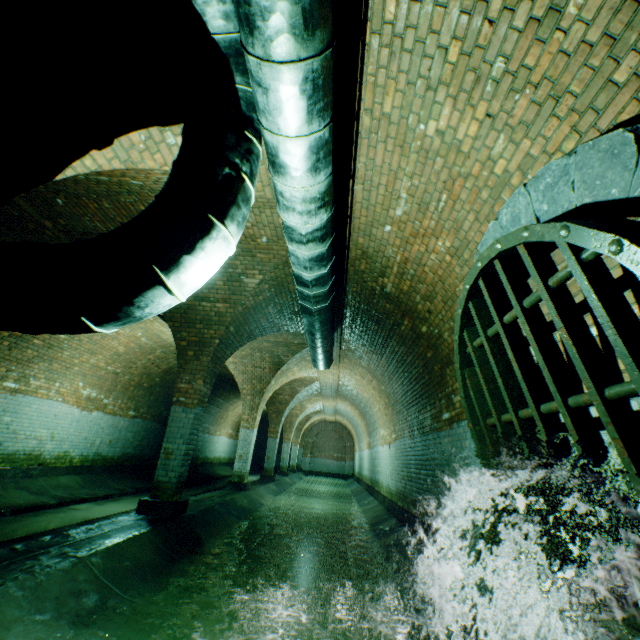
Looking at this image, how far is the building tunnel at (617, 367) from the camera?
2.1 meters

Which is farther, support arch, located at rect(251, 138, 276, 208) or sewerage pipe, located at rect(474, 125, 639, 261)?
support arch, located at rect(251, 138, 276, 208)

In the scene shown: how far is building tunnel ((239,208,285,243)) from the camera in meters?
4.7 m

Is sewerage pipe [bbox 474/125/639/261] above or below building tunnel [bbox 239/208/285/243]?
below

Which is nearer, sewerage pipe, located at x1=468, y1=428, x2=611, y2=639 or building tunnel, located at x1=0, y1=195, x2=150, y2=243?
sewerage pipe, located at x1=468, y1=428, x2=611, y2=639

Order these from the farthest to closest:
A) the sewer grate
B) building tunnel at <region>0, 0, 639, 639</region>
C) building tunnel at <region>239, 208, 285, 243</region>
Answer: building tunnel at <region>239, 208, 285, 243</region> → building tunnel at <region>0, 0, 639, 639</region> → the sewer grate

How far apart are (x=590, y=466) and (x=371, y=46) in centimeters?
347cm
